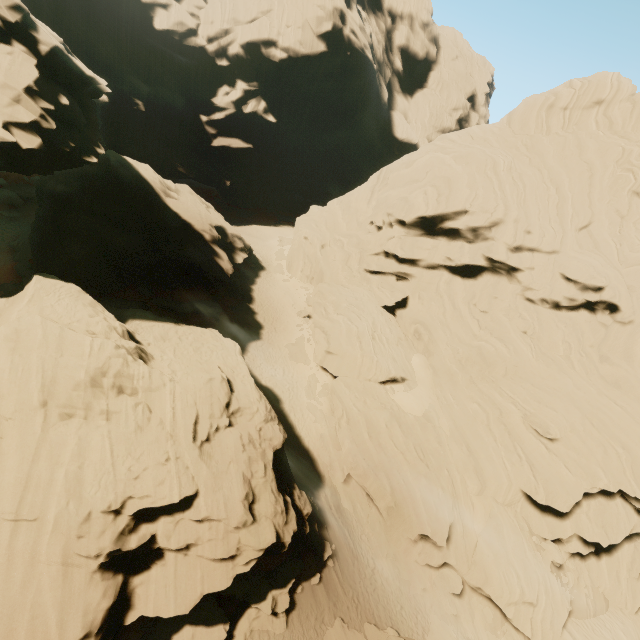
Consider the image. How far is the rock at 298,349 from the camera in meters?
32.0

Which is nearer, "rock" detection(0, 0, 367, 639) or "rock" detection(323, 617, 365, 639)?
"rock" detection(0, 0, 367, 639)

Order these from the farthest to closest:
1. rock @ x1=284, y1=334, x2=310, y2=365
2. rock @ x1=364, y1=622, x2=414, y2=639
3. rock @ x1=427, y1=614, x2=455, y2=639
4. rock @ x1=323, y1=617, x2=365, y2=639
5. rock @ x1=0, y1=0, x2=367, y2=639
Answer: rock @ x1=284, y1=334, x2=310, y2=365 → rock @ x1=427, y1=614, x2=455, y2=639 → rock @ x1=323, y1=617, x2=365, y2=639 → rock @ x1=364, y1=622, x2=414, y2=639 → rock @ x1=0, y1=0, x2=367, y2=639

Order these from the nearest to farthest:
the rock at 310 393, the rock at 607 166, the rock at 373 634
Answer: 1. the rock at 373 634
2. the rock at 607 166
3. the rock at 310 393

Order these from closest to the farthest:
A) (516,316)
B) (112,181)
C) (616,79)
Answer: (112,181) → (516,316) → (616,79)

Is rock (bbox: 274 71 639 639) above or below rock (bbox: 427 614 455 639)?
above
